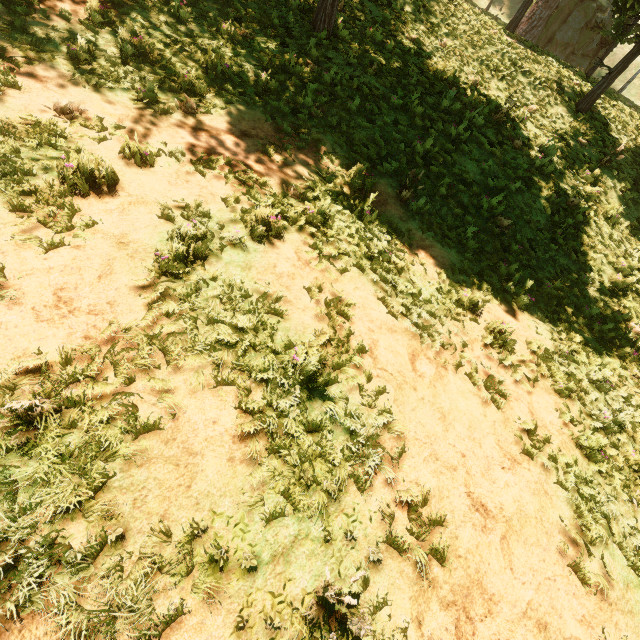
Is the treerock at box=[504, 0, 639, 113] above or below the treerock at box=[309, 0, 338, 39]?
above

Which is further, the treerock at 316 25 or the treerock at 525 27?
the treerock at 525 27

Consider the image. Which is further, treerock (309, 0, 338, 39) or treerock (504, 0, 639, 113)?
treerock (504, 0, 639, 113)

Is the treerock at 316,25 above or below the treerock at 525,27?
below

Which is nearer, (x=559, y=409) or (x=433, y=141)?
(x=559, y=409)
